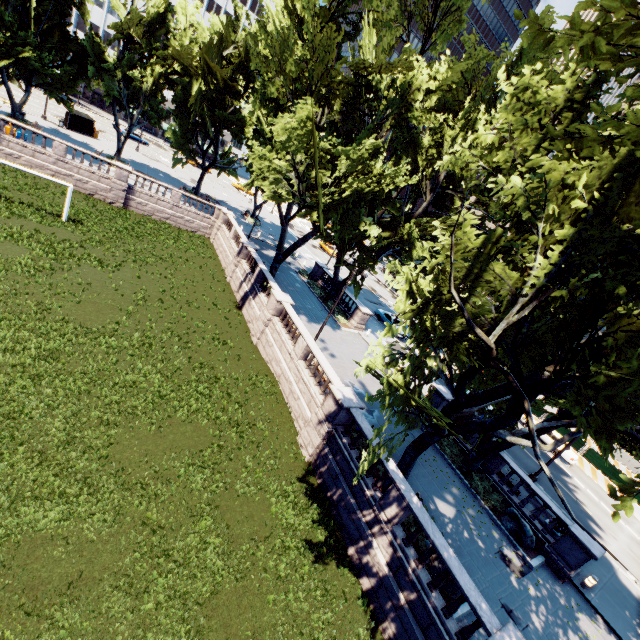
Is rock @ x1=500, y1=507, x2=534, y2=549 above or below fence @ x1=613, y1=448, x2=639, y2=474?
below

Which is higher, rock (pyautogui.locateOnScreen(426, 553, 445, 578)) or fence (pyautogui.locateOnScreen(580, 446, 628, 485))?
fence (pyautogui.locateOnScreen(580, 446, 628, 485))

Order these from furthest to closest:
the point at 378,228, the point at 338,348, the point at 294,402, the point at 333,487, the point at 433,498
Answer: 1. the point at 378,228
2. the point at 338,348
3. the point at 294,402
4. the point at 433,498
5. the point at 333,487

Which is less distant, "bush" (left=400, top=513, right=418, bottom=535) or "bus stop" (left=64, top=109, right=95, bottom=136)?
"bush" (left=400, top=513, right=418, bottom=535)

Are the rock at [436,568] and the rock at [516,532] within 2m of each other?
no

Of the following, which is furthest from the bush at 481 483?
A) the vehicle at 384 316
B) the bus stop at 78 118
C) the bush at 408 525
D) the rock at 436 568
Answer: the bus stop at 78 118

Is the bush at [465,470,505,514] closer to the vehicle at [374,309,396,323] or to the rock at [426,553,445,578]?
the rock at [426,553,445,578]

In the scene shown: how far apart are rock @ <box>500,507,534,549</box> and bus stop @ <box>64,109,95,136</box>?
61.30m
